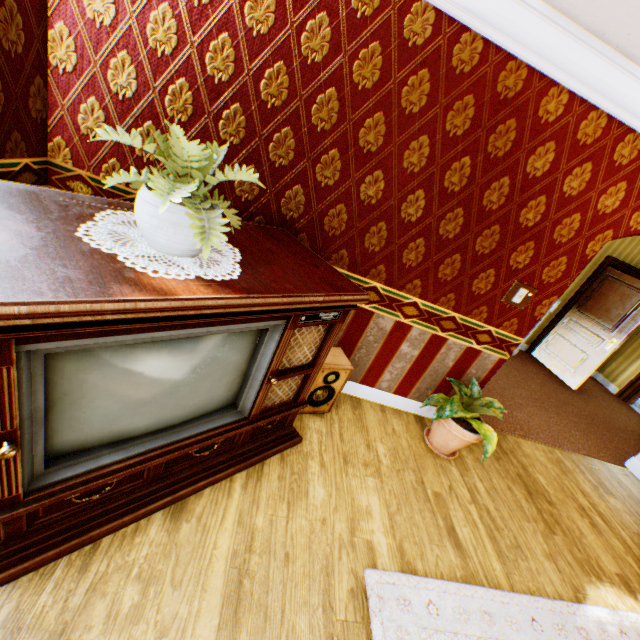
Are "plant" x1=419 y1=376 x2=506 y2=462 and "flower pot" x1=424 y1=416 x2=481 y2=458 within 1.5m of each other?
yes

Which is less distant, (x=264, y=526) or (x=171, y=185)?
(x=171, y=185)

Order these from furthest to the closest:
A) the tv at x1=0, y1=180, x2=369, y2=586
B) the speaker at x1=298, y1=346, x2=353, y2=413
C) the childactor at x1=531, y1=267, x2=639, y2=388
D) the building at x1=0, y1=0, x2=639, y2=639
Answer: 1. the childactor at x1=531, y1=267, x2=639, y2=388
2. the speaker at x1=298, y1=346, x2=353, y2=413
3. the building at x1=0, y1=0, x2=639, y2=639
4. the tv at x1=0, y1=180, x2=369, y2=586

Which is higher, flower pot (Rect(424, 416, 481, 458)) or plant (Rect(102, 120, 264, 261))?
plant (Rect(102, 120, 264, 261))

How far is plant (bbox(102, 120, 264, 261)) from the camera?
1.1m

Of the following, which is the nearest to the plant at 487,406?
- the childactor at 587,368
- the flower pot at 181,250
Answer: the flower pot at 181,250

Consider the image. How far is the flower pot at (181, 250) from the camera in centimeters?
124cm

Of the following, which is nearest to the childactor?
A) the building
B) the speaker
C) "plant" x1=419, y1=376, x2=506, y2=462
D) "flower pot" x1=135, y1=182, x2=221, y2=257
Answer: the building
